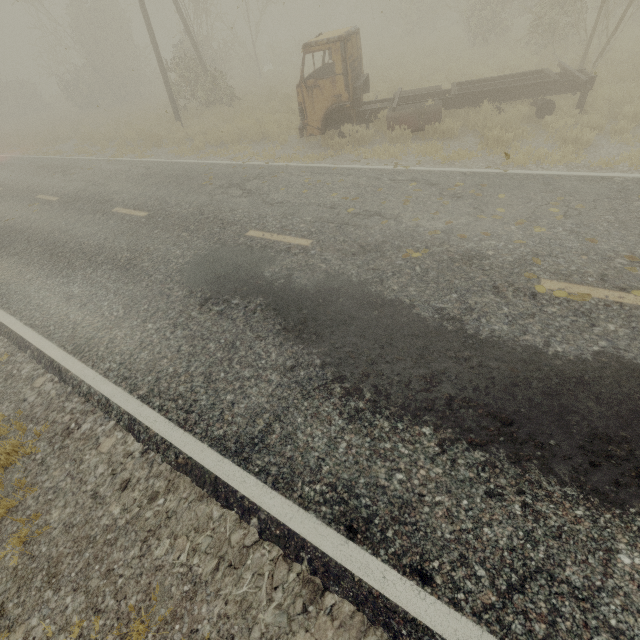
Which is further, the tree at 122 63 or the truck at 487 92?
the tree at 122 63

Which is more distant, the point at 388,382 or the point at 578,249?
the point at 578,249

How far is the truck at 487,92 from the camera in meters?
8.4 m

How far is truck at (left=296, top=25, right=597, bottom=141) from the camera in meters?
8.4 m

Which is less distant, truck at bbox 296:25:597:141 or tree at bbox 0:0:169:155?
truck at bbox 296:25:597:141
